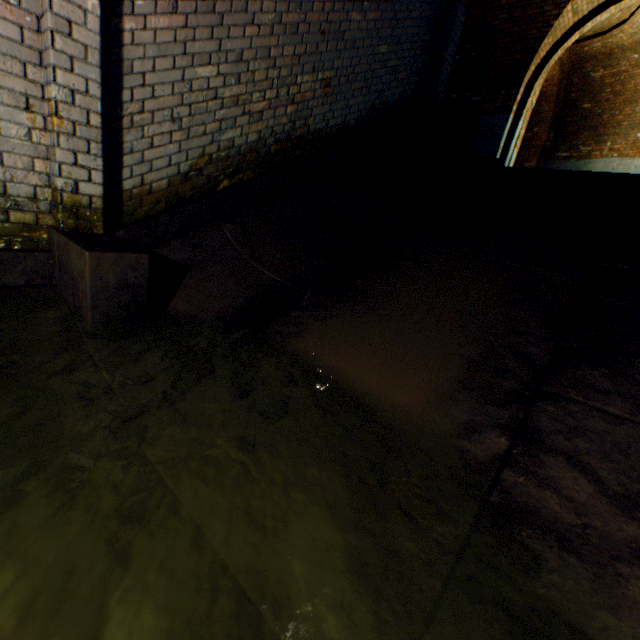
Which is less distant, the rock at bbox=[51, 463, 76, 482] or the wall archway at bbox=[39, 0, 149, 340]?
the rock at bbox=[51, 463, 76, 482]

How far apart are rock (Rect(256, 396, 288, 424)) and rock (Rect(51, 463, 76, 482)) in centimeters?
63cm

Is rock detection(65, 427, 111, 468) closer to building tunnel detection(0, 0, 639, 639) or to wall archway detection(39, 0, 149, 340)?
building tunnel detection(0, 0, 639, 639)

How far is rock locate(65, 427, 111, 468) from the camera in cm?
155

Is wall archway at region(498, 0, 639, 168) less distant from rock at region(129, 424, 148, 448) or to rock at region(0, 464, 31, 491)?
rock at region(129, 424, 148, 448)

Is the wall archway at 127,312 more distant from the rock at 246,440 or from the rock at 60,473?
the rock at 246,440

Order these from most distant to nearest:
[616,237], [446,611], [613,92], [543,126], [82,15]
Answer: [543,126] < [613,92] < [616,237] < [82,15] < [446,611]

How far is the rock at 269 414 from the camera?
1.7 meters
